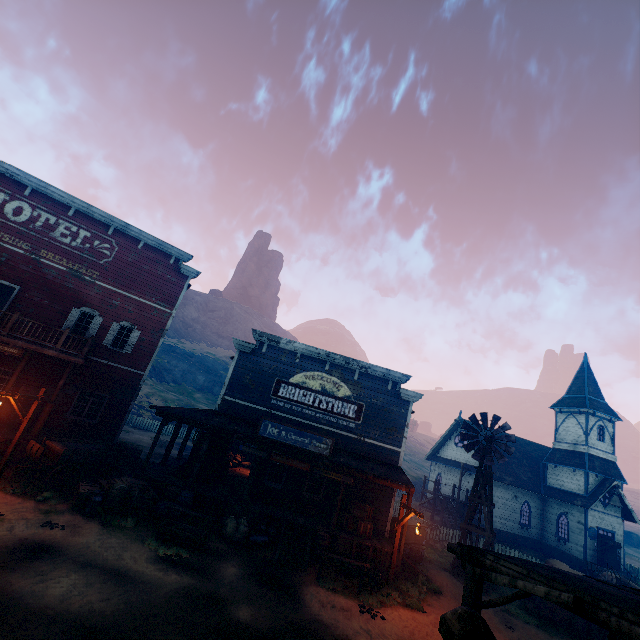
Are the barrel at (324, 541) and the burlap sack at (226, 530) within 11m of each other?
yes

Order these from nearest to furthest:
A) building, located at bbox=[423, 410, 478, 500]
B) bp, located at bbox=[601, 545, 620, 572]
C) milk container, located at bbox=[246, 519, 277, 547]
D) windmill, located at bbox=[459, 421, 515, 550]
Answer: milk container, located at bbox=[246, 519, 277, 547] → windmill, located at bbox=[459, 421, 515, 550] → bp, located at bbox=[601, 545, 620, 572] → building, located at bbox=[423, 410, 478, 500]

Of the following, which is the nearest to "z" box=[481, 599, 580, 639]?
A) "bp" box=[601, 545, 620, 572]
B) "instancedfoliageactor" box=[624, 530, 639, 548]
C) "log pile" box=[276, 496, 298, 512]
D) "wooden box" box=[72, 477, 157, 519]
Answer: "wooden box" box=[72, 477, 157, 519]

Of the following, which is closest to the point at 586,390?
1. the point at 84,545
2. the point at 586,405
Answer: the point at 586,405

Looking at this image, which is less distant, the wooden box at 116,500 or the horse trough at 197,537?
the horse trough at 197,537

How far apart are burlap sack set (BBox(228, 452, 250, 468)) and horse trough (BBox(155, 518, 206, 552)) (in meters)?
10.57

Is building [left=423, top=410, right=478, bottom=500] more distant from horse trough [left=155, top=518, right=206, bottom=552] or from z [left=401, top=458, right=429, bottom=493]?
horse trough [left=155, top=518, right=206, bottom=552]

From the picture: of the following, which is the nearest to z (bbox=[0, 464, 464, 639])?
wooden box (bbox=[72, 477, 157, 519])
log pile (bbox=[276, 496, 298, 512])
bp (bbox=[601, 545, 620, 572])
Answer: wooden box (bbox=[72, 477, 157, 519])
